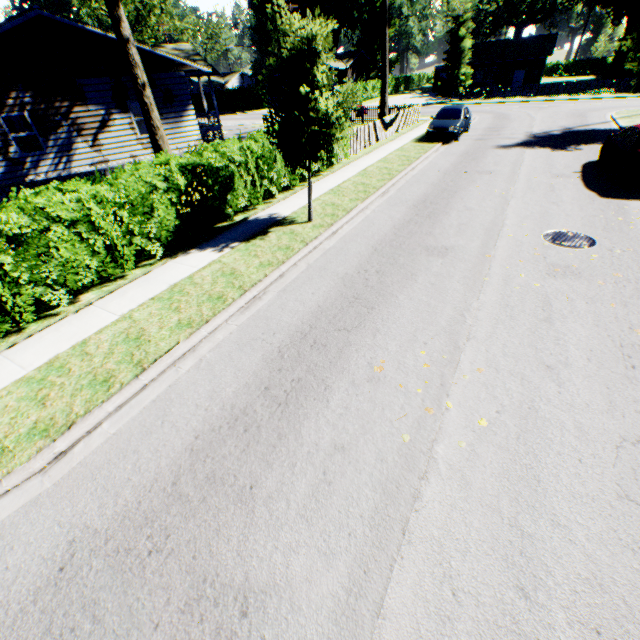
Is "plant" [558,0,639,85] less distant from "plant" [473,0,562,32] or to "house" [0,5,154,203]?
"plant" [473,0,562,32]

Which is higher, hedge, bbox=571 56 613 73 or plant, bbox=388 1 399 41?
plant, bbox=388 1 399 41

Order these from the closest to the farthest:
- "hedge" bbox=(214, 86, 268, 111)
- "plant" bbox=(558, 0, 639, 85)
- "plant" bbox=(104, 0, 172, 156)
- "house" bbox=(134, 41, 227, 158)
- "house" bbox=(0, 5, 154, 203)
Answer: "plant" bbox=(104, 0, 172, 156) → "house" bbox=(0, 5, 154, 203) → "house" bbox=(134, 41, 227, 158) → "plant" bbox=(558, 0, 639, 85) → "hedge" bbox=(214, 86, 268, 111)

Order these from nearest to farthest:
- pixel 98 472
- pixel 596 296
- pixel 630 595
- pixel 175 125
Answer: pixel 630 595 < pixel 98 472 < pixel 596 296 < pixel 175 125

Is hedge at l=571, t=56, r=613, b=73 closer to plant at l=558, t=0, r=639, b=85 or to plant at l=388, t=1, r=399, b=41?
plant at l=558, t=0, r=639, b=85

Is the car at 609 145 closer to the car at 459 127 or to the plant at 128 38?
the car at 459 127

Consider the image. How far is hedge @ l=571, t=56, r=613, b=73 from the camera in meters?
54.0

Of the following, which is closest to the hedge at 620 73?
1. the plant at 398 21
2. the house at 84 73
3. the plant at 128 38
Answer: the plant at 398 21
